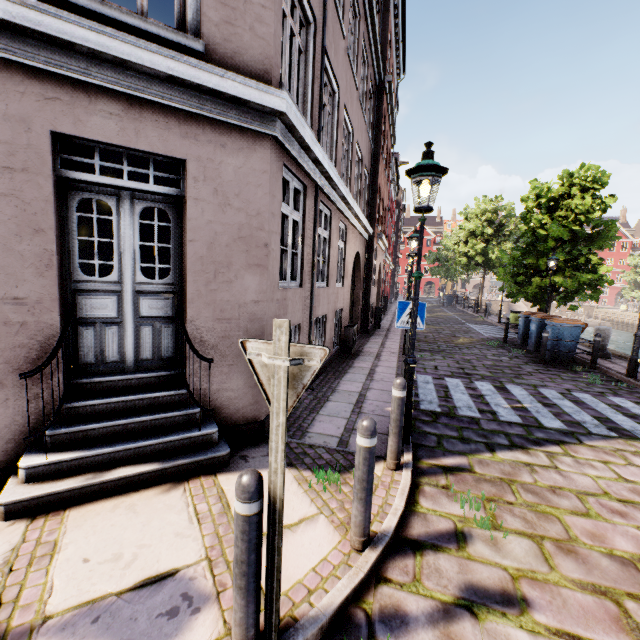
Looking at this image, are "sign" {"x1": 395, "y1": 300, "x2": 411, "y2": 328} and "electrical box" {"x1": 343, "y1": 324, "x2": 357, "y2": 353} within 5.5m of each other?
yes

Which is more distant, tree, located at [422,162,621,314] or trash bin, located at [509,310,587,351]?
tree, located at [422,162,621,314]

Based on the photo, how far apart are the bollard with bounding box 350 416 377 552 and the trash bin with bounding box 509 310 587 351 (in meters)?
11.77

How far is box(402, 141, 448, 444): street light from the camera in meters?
3.9

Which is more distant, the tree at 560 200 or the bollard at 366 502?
the tree at 560 200

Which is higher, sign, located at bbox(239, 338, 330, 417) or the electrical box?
sign, located at bbox(239, 338, 330, 417)

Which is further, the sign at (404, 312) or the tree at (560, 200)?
the tree at (560, 200)

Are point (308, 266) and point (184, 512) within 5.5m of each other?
yes
